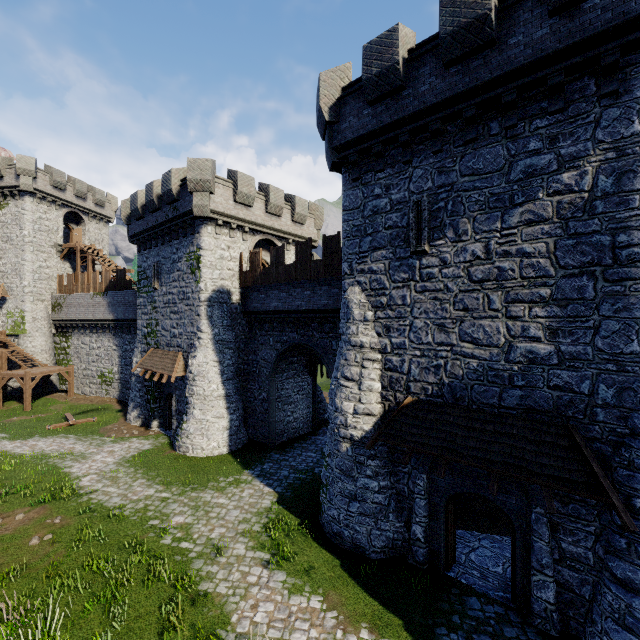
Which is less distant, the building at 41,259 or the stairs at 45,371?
the stairs at 45,371

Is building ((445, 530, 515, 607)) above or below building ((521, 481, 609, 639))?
below

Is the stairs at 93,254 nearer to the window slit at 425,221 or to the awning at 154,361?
the awning at 154,361

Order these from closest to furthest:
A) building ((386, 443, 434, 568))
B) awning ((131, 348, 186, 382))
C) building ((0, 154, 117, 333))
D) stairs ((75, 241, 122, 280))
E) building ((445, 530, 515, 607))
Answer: building ((445, 530, 515, 607)), building ((386, 443, 434, 568)), awning ((131, 348, 186, 382)), building ((0, 154, 117, 333)), stairs ((75, 241, 122, 280))

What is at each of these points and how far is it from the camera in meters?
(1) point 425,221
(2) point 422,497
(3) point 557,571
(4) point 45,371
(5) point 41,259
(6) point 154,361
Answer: (1) window slit, 10.2
(2) building, 10.2
(3) building, 8.1
(4) stairs, 27.9
(5) building, 32.6
(6) awning, 21.8

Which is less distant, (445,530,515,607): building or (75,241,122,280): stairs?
(445,530,515,607): building

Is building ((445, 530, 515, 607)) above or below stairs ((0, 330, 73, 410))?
below

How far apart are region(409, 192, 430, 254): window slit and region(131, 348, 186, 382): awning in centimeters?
1546cm
